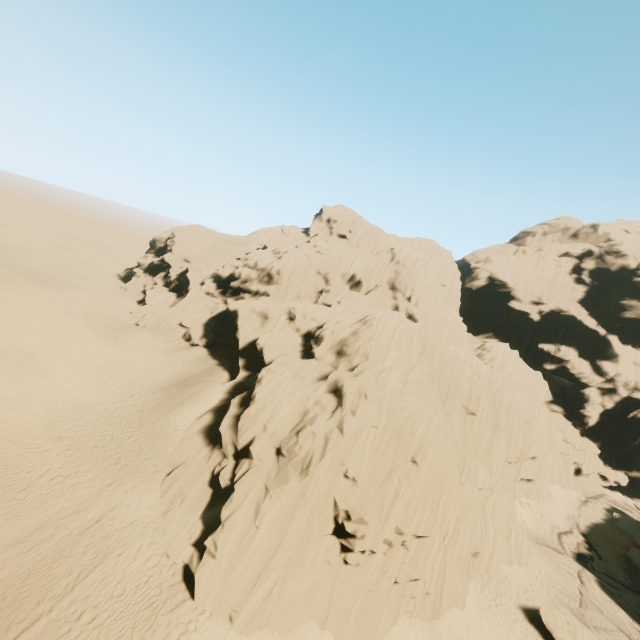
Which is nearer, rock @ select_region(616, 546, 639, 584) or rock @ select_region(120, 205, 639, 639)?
rock @ select_region(120, 205, 639, 639)

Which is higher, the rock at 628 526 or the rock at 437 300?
the rock at 437 300

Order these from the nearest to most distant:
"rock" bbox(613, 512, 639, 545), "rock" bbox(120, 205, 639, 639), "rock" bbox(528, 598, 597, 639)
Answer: "rock" bbox(120, 205, 639, 639)
"rock" bbox(528, 598, 597, 639)
"rock" bbox(613, 512, 639, 545)

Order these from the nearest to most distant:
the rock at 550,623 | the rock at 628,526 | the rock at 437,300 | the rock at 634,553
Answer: the rock at 437,300, the rock at 550,623, the rock at 634,553, the rock at 628,526

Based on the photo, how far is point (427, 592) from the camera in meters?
19.1 m

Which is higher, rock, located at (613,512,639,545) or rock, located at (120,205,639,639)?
rock, located at (120,205,639,639)
